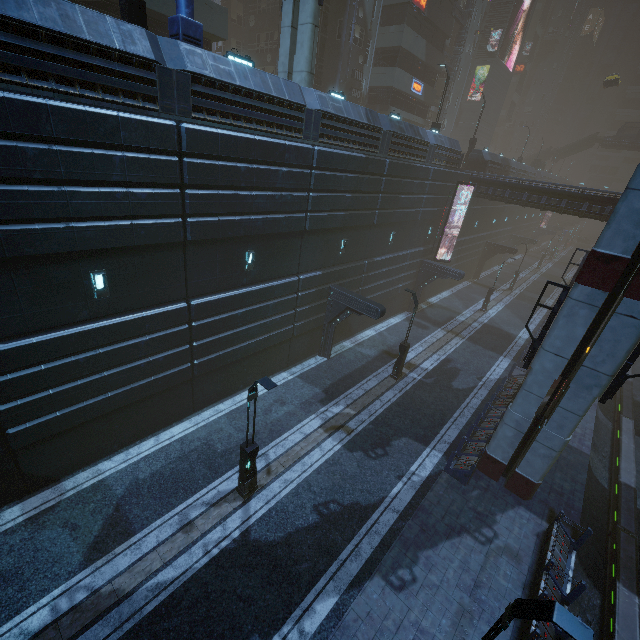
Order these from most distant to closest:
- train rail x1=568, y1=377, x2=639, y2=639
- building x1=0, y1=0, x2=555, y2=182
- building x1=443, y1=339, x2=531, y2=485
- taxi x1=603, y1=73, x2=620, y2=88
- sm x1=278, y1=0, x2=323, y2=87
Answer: taxi x1=603, y1=73, x2=620, y2=88
sm x1=278, y1=0, x2=323, y2=87
building x1=443, y1=339, x2=531, y2=485
train rail x1=568, y1=377, x2=639, y2=639
building x1=0, y1=0, x2=555, y2=182

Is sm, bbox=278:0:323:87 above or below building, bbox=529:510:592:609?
above

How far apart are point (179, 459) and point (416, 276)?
22.58m

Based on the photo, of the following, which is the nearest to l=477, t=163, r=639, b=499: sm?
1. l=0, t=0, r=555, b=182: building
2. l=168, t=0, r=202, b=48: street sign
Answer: l=0, t=0, r=555, b=182: building

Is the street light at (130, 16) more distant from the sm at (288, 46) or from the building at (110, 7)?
the sm at (288, 46)

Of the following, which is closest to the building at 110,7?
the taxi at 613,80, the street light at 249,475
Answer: the street light at 249,475

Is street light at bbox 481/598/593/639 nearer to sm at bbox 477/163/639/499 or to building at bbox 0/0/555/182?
building at bbox 0/0/555/182

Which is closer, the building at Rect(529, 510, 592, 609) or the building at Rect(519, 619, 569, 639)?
the building at Rect(519, 619, 569, 639)
